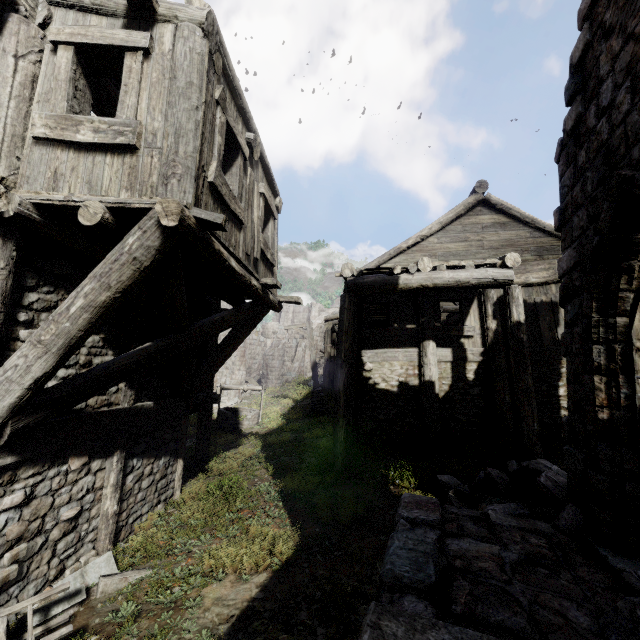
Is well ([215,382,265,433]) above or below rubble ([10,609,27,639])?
above

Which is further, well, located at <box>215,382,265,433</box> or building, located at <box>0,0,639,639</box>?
well, located at <box>215,382,265,433</box>

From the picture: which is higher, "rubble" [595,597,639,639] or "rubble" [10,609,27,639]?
"rubble" [595,597,639,639]

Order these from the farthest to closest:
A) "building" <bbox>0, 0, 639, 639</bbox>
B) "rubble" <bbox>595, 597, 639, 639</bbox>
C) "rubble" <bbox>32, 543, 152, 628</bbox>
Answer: "rubble" <bbox>32, 543, 152, 628</bbox> < "building" <bbox>0, 0, 639, 639</bbox> < "rubble" <bbox>595, 597, 639, 639</bbox>

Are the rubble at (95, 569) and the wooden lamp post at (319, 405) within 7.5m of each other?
no

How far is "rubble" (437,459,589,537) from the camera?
4.36m

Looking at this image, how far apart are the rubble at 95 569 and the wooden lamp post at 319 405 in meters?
10.4 m

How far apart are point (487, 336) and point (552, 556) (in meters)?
7.61
